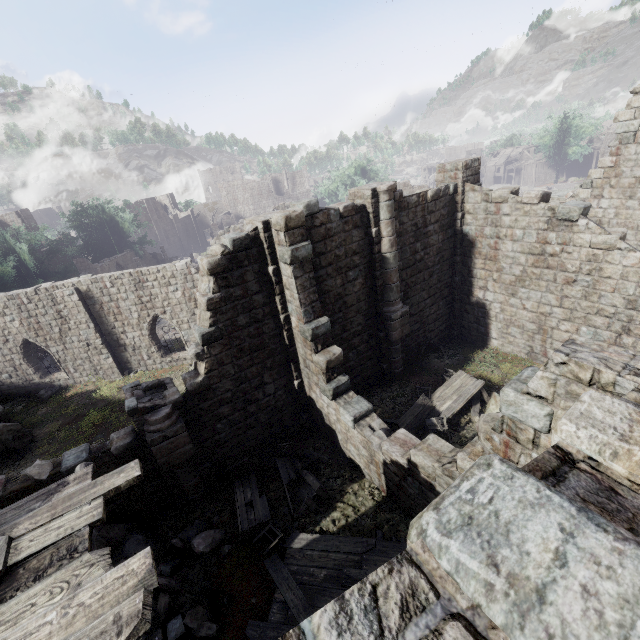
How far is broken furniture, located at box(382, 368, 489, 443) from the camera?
11.27m

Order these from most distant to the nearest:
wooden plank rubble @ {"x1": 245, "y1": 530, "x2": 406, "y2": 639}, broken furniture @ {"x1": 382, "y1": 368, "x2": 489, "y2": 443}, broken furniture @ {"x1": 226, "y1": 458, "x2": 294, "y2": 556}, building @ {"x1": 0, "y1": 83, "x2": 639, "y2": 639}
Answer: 1. broken furniture @ {"x1": 382, "y1": 368, "x2": 489, "y2": 443}
2. broken furniture @ {"x1": 226, "y1": 458, "x2": 294, "y2": 556}
3. wooden plank rubble @ {"x1": 245, "y1": 530, "x2": 406, "y2": 639}
4. building @ {"x1": 0, "y1": 83, "x2": 639, "y2": 639}

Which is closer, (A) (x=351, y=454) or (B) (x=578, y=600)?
(B) (x=578, y=600)

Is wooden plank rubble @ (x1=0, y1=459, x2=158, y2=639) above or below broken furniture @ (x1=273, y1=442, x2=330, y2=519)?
above

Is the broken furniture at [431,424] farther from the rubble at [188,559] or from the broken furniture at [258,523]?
the rubble at [188,559]

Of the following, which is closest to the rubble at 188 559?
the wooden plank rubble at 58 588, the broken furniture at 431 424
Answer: the wooden plank rubble at 58 588

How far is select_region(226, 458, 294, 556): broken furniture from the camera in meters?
8.6
